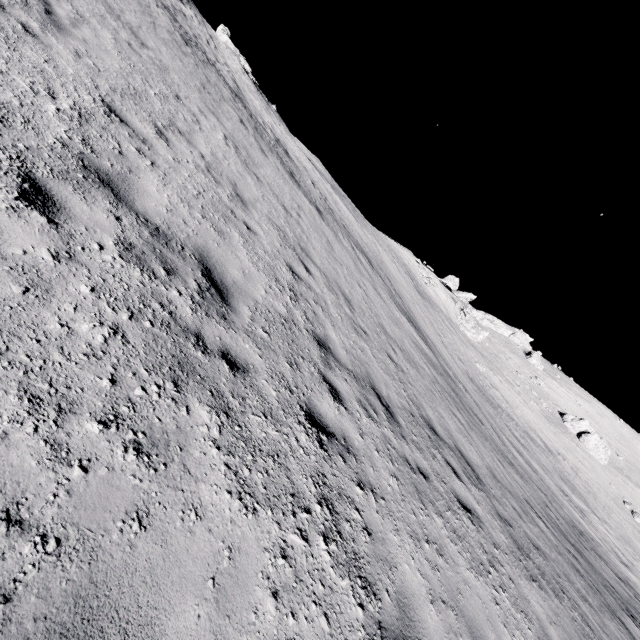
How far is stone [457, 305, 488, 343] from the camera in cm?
4800

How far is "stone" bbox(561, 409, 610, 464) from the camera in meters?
43.8 m

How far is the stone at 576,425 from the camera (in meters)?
43.78

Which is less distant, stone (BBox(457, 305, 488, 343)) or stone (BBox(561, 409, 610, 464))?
stone (BBox(561, 409, 610, 464))

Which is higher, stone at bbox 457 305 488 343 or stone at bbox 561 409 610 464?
stone at bbox 561 409 610 464

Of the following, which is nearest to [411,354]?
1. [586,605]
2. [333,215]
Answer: [586,605]

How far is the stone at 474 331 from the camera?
48.0m
